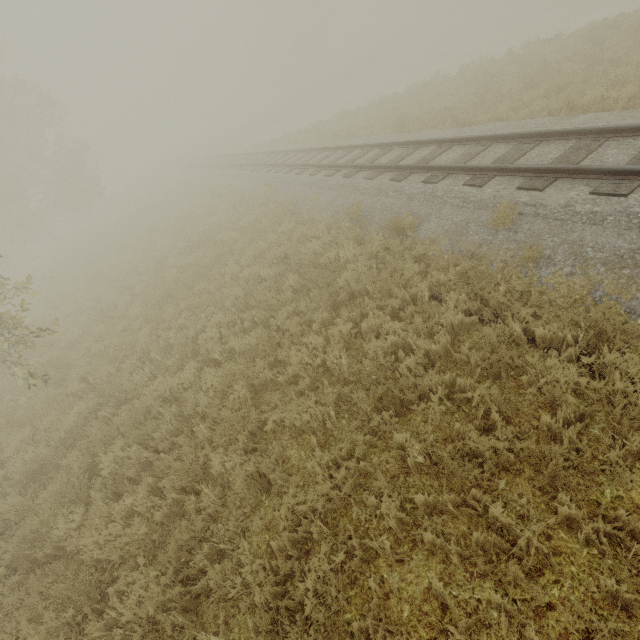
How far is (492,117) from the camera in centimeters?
1098cm
